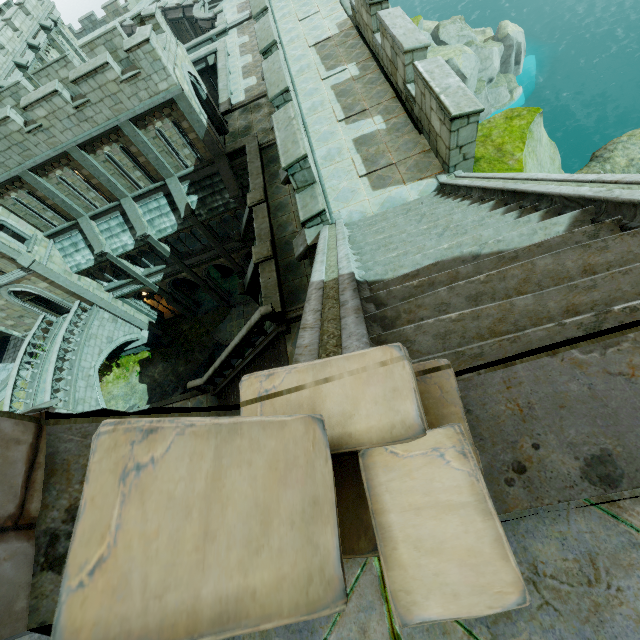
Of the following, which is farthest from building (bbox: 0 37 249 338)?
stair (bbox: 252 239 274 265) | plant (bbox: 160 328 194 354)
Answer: stair (bbox: 252 239 274 265)

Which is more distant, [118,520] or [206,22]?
[206,22]

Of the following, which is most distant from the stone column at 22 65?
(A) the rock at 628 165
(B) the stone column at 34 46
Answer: (A) the rock at 628 165

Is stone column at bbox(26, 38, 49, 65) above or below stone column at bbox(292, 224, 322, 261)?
above

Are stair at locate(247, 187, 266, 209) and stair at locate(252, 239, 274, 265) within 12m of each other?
yes

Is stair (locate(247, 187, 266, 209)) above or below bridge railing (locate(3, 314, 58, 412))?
above

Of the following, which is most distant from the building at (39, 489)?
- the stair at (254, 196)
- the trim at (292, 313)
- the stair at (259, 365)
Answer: the trim at (292, 313)

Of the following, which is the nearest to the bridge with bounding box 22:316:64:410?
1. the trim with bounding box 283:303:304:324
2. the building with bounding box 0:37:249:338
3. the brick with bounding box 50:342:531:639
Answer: the building with bounding box 0:37:249:338
